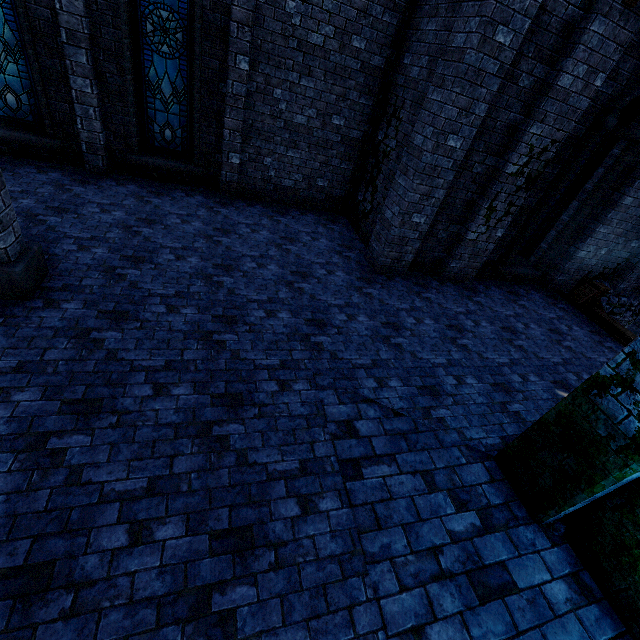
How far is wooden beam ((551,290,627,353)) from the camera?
7.88m

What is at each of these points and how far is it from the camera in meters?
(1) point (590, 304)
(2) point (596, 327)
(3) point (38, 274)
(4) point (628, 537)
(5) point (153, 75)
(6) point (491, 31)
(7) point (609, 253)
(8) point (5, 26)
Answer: (1) stairs, 8.8 m
(2) wooden beam, 8.4 m
(3) pillar, 4.5 m
(4) building, 3.2 m
(5) window glass, 7.1 m
(6) building, 4.8 m
(7) building, 9.4 m
(8) window glass, 6.1 m

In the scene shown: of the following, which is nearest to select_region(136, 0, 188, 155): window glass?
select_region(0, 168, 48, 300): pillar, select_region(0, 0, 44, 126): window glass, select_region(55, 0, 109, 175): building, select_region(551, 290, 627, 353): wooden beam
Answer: select_region(55, 0, 109, 175): building

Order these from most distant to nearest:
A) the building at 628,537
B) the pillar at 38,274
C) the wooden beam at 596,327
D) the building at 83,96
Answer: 1. the wooden beam at 596,327
2. the building at 83,96
3. the pillar at 38,274
4. the building at 628,537

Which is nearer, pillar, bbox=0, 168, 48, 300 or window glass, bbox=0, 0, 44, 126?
pillar, bbox=0, 168, 48, 300

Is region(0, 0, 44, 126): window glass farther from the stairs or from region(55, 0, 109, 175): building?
the stairs

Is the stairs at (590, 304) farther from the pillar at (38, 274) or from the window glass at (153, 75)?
the pillar at (38, 274)

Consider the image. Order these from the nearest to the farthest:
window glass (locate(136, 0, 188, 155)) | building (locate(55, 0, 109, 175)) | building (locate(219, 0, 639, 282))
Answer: building (locate(219, 0, 639, 282))
building (locate(55, 0, 109, 175))
window glass (locate(136, 0, 188, 155))
